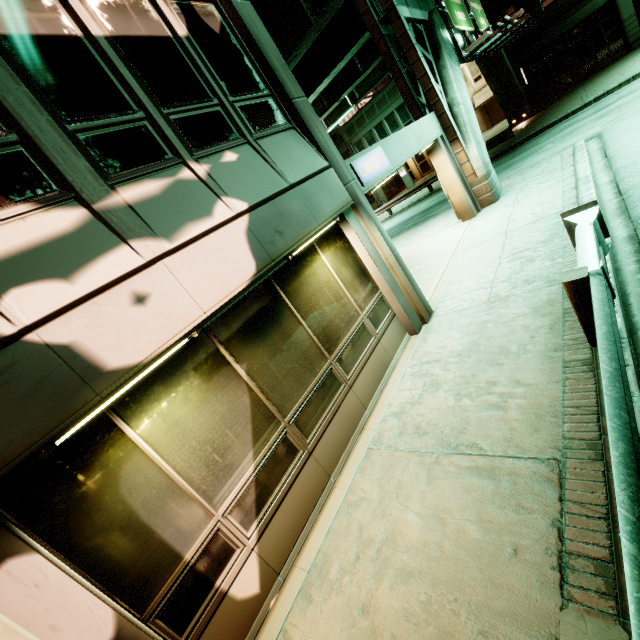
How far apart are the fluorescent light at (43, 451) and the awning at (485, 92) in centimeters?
4250cm

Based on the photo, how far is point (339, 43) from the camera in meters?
17.5 m

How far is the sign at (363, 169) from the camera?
6.51m

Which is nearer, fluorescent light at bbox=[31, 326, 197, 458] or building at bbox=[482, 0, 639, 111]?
→ fluorescent light at bbox=[31, 326, 197, 458]

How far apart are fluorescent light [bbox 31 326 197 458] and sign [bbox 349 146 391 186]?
4.6m

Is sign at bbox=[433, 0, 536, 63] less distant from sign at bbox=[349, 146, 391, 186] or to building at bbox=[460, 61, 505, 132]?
sign at bbox=[349, 146, 391, 186]

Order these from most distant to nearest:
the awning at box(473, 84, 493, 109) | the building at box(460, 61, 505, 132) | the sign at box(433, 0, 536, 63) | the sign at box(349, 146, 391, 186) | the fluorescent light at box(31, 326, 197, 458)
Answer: the building at box(460, 61, 505, 132) → the awning at box(473, 84, 493, 109) → the sign at box(433, 0, 536, 63) → the sign at box(349, 146, 391, 186) → the fluorescent light at box(31, 326, 197, 458)

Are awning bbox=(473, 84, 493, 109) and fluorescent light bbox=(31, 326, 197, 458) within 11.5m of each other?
no
